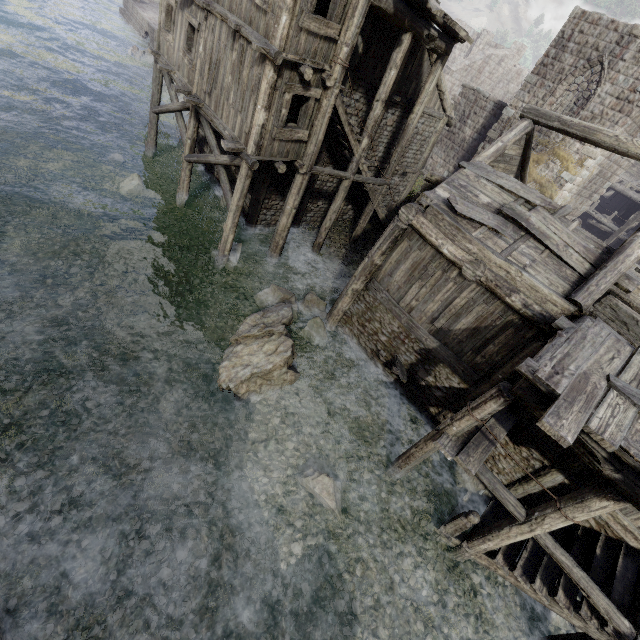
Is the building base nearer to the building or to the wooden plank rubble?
the building

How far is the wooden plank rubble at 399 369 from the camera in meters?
10.2

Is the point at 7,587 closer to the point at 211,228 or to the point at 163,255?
the point at 163,255

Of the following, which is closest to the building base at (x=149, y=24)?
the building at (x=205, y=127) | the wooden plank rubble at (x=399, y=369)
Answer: the building at (x=205, y=127)

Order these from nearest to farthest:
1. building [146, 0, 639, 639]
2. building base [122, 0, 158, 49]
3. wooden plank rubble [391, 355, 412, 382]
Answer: building [146, 0, 639, 639], wooden plank rubble [391, 355, 412, 382], building base [122, 0, 158, 49]

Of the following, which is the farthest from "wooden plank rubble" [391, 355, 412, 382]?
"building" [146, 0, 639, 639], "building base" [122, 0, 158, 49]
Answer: "building base" [122, 0, 158, 49]

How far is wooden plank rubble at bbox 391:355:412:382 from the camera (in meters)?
10.21
